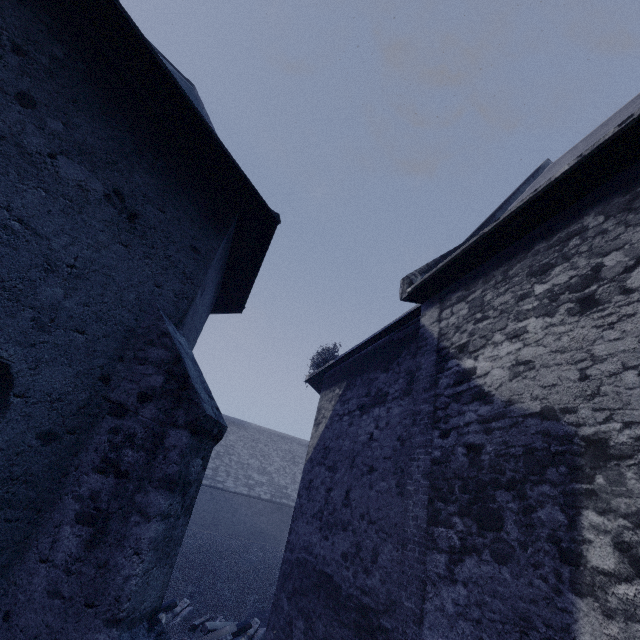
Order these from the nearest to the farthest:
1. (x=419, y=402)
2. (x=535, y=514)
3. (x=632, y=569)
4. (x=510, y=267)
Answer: (x=632, y=569), (x=535, y=514), (x=510, y=267), (x=419, y=402)
